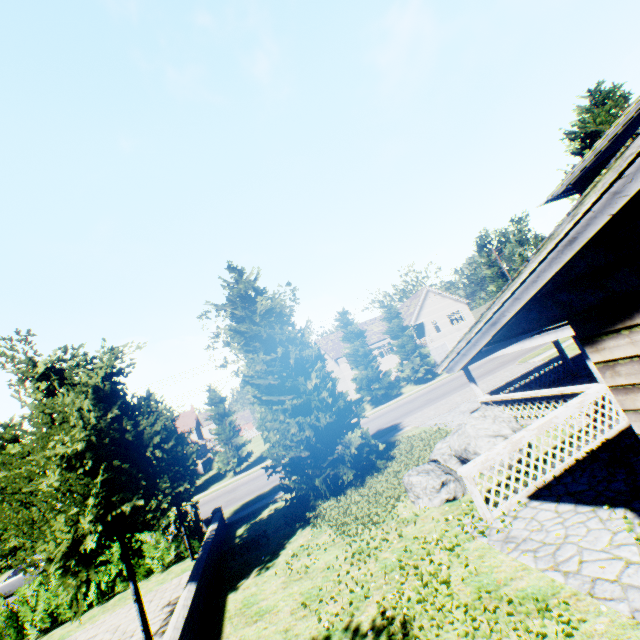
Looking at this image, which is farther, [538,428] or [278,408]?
[278,408]

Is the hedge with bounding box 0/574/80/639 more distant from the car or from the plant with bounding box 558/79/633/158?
the car

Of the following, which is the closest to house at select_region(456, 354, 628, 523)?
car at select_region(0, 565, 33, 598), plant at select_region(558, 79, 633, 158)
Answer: plant at select_region(558, 79, 633, 158)

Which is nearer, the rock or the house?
the house

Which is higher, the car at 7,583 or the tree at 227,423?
the tree at 227,423

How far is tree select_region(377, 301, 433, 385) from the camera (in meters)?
36.59

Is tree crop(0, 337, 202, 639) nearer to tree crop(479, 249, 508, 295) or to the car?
tree crop(479, 249, 508, 295)

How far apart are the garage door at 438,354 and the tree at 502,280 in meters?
11.2
